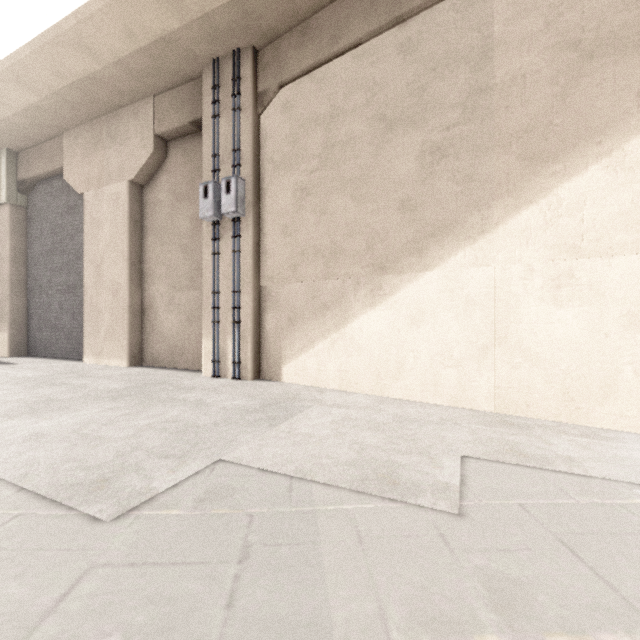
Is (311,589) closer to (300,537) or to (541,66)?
(300,537)

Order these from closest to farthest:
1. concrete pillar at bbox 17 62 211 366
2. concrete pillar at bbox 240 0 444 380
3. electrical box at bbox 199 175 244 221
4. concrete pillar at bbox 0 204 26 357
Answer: concrete pillar at bbox 240 0 444 380
electrical box at bbox 199 175 244 221
concrete pillar at bbox 17 62 211 366
concrete pillar at bbox 0 204 26 357

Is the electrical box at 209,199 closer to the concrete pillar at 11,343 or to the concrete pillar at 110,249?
the concrete pillar at 110,249

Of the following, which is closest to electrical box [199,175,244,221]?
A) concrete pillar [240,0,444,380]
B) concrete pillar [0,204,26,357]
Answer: concrete pillar [240,0,444,380]

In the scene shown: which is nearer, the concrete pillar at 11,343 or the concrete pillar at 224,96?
the concrete pillar at 224,96

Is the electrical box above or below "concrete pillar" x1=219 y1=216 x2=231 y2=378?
above

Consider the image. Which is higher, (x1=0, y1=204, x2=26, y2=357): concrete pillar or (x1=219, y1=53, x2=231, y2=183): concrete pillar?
(x1=219, y1=53, x2=231, y2=183): concrete pillar
